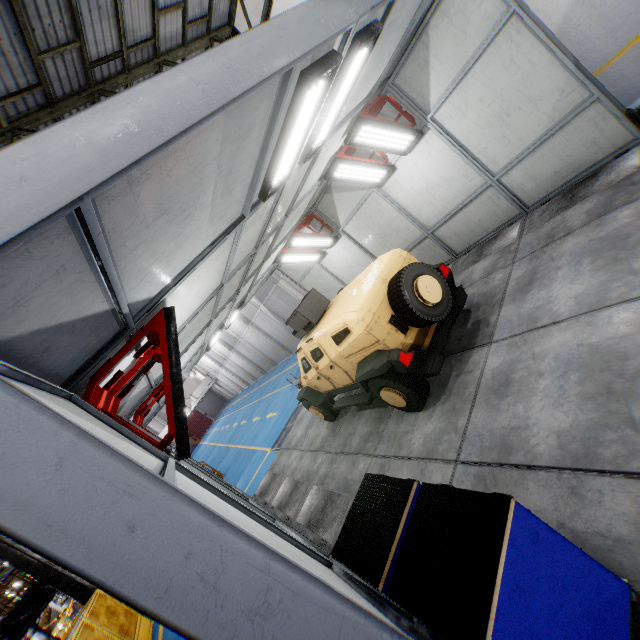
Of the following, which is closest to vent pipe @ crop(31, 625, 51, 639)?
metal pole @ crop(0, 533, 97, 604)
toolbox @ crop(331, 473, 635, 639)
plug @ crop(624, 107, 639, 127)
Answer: metal pole @ crop(0, 533, 97, 604)

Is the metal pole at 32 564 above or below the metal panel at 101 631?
above

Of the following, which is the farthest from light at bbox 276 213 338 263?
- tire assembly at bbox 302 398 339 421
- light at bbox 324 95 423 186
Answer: tire assembly at bbox 302 398 339 421

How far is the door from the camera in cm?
5262

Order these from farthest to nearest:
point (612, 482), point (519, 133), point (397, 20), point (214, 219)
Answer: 1. point (519, 133)
2. point (397, 20)
3. point (214, 219)
4. point (612, 482)

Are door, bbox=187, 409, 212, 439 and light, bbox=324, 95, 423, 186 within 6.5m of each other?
no

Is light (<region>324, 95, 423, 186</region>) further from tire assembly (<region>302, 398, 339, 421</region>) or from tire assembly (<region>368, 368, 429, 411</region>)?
tire assembly (<region>302, 398, 339, 421</region>)

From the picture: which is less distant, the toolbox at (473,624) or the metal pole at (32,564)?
the toolbox at (473,624)
